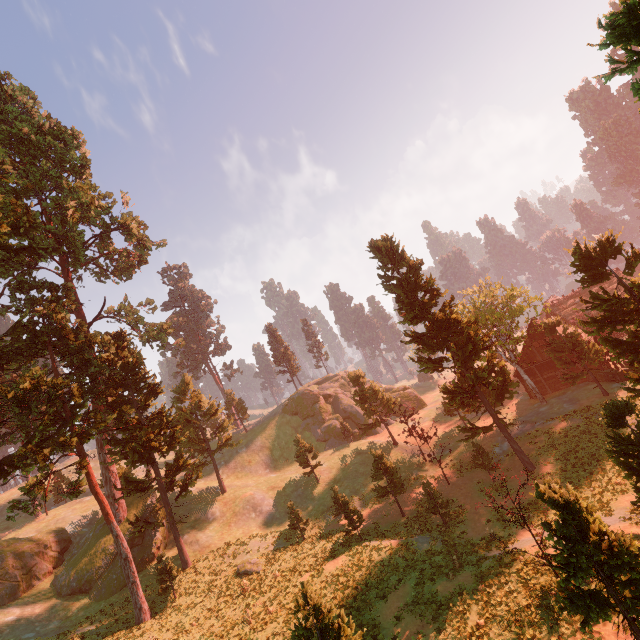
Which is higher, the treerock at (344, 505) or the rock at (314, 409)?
the rock at (314, 409)

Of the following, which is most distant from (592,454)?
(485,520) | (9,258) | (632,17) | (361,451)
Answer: (9,258)

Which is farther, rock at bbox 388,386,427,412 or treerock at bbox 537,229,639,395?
rock at bbox 388,386,427,412

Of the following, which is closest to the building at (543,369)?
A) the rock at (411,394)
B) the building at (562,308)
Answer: the building at (562,308)

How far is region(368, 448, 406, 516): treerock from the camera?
28.97m

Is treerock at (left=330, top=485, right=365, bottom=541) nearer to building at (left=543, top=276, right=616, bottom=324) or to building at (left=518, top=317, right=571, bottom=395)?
building at (left=543, top=276, right=616, bottom=324)
